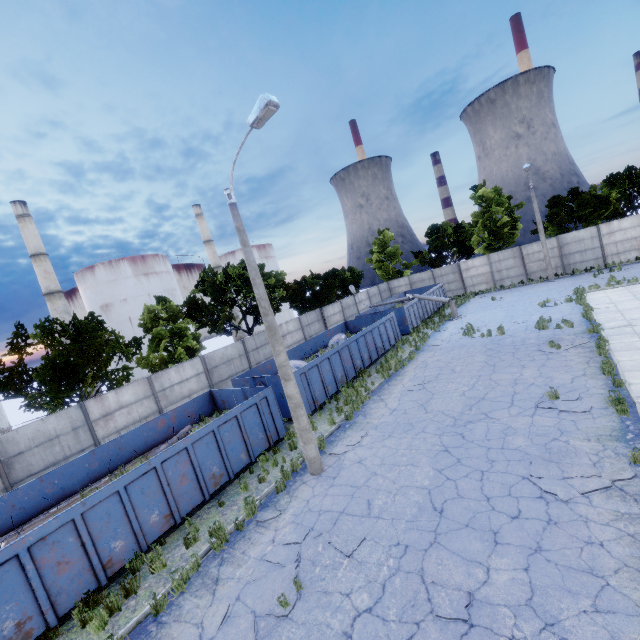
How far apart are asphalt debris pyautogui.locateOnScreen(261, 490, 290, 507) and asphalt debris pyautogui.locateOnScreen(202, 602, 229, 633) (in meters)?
2.12

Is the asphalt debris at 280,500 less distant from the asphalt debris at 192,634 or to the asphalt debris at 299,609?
the asphalt debris at 299,609

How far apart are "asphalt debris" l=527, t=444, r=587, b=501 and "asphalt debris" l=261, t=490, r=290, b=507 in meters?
6.1

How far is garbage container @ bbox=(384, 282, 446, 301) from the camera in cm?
3043

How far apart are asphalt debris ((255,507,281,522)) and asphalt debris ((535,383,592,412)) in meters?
8.0

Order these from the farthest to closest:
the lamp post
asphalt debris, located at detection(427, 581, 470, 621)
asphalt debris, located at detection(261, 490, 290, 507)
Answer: asphalt debris, located at detection(261, 490, 290, 507)
the lamp post
asphalt debris, located at detection(427, 581, 470, 621)

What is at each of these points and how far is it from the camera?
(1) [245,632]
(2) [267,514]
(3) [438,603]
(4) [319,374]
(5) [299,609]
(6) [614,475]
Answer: (1) asphalt debris, 5.7 meters
(2) asphalt debris, 8.7 meters
(3) asphalt debris, 5.3 meters
(4) garbage container, 15.4 meters
(5) asphalt debris, 5.9 meters
(6) asphalt debris, 6.7 meters

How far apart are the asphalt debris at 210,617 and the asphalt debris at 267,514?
2.12m
